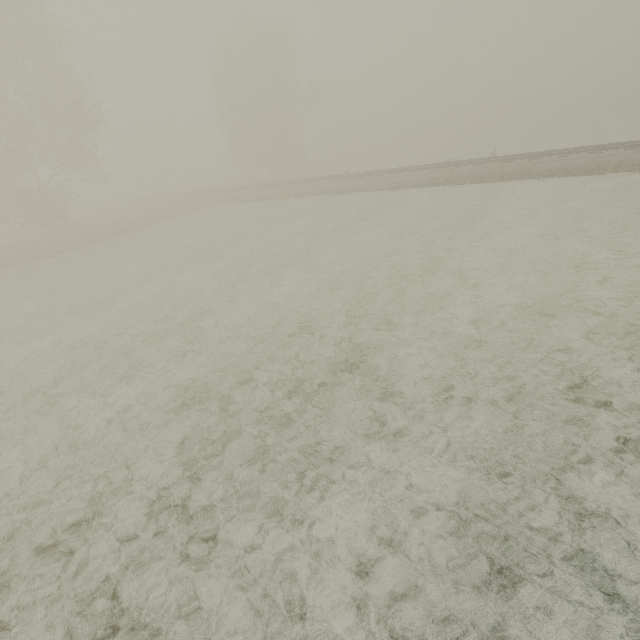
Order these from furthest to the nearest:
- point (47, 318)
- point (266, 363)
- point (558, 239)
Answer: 1. point (47, 318)
2. point (558, 239)
3. point (266, 363)

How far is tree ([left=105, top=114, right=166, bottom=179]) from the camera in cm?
5631

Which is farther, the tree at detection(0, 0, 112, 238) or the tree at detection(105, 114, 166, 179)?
the tree at detection(105, 114, 166, 179)

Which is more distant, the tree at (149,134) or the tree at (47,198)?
the tree at (149,134)

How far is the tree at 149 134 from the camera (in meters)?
56.31
